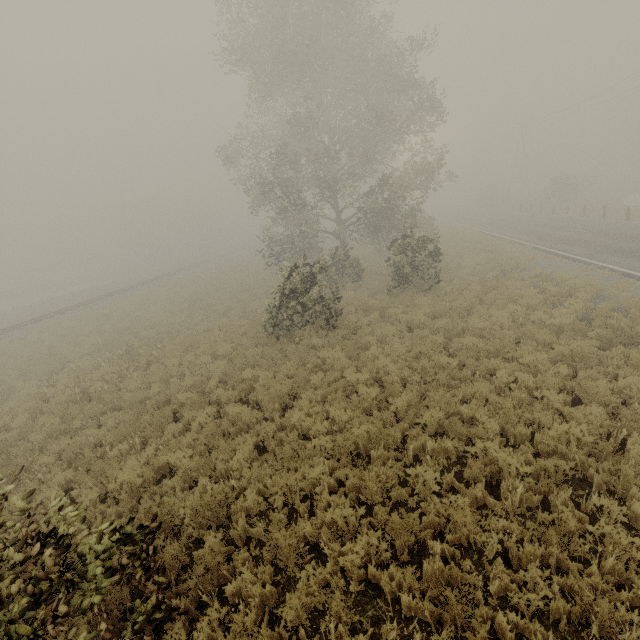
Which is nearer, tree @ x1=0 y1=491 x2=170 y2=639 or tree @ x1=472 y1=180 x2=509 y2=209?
tree @ x1=0 y1=491 x2=170 y2=639

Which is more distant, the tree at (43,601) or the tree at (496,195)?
the tree at (496,195)

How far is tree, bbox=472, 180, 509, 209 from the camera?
52.53m

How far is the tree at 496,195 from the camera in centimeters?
5253cm

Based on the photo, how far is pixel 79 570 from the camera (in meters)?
3.44
